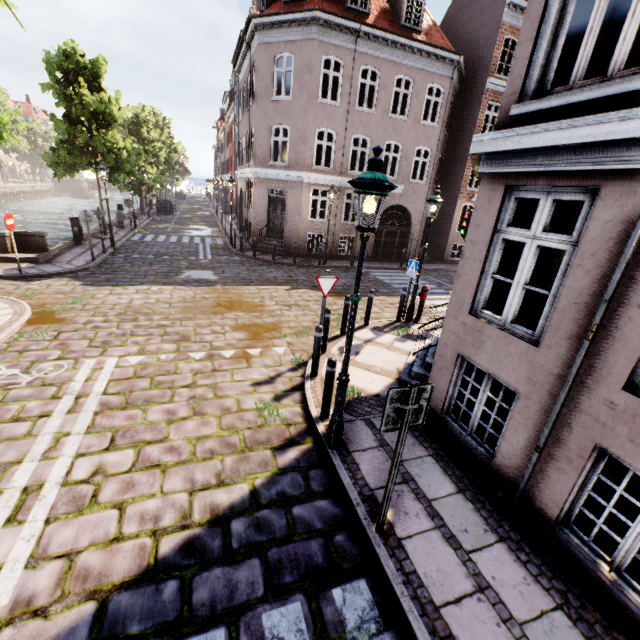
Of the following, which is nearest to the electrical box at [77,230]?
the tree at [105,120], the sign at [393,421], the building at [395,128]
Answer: the tree at [105,120]

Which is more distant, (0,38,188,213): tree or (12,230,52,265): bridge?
(0,38,188,213): tree

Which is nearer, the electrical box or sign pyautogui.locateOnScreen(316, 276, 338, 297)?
sign pyautogui.locateOnScreen(316, 276, 338, 297)

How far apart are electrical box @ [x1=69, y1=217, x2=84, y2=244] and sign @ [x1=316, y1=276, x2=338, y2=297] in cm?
1459

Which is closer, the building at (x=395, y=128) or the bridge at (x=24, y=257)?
A: the building at (x=395, y=128)

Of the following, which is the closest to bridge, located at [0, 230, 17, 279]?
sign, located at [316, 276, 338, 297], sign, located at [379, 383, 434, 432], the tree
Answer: the tree

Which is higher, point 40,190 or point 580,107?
point 580,107

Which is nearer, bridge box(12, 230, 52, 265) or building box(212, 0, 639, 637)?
building box(212, 0, 639, 637)
